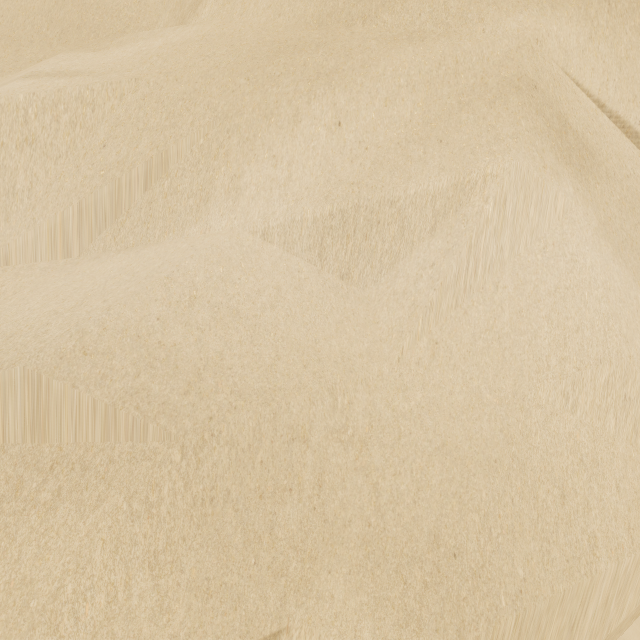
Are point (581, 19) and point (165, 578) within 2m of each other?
no
